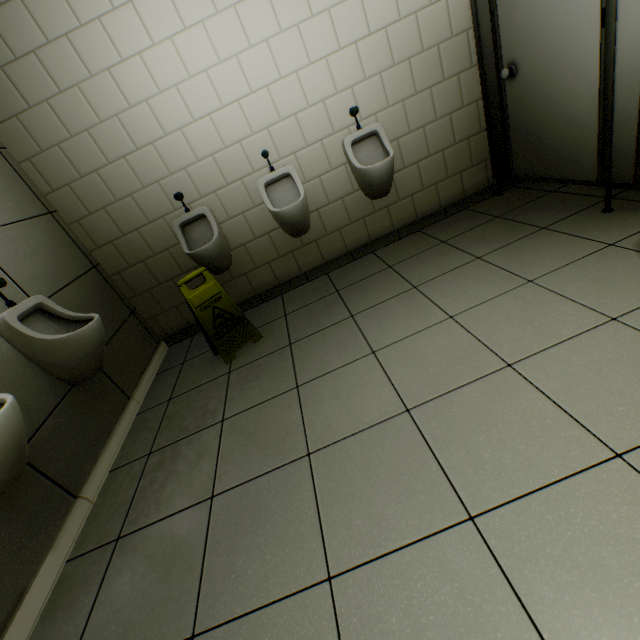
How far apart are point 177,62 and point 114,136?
0.7m

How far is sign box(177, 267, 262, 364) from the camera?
2.4 meters

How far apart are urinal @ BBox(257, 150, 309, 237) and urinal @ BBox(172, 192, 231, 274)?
0.5 meters

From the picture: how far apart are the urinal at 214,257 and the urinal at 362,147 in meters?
1.3 m

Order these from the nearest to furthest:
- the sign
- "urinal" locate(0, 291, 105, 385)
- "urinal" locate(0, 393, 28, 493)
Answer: "urinal" locate(0, 393, 28, 493) < "urinal" locate(0, 291, 105, 385) < the sign

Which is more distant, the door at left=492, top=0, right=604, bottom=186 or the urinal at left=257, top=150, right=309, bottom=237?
the urinal at left=257, top=150, right=309, bottom=237

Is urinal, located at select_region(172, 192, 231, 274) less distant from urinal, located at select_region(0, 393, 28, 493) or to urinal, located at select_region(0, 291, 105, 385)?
urinal, located at select_region(0, 291, 105, 385)

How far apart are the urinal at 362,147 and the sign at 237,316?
1.5 meters
